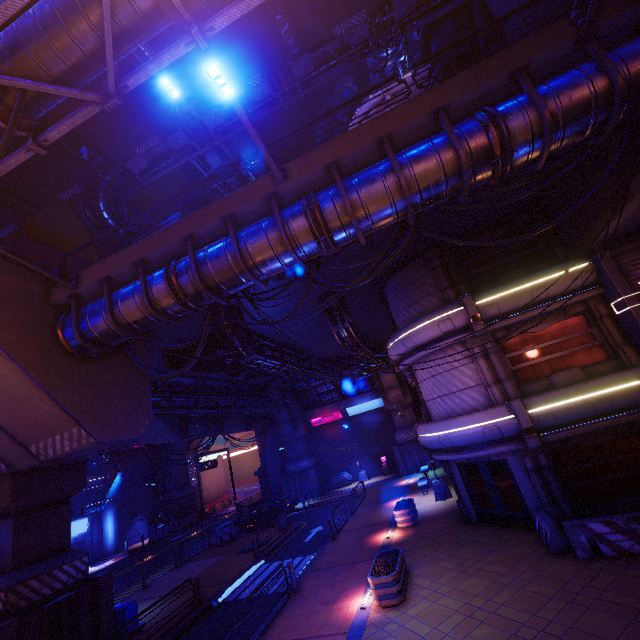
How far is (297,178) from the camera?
9.1m

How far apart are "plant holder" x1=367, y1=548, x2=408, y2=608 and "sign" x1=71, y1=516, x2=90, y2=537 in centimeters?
3707cm

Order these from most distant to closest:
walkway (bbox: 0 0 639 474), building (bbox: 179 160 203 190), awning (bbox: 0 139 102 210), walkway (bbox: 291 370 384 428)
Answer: building (bbox: 179 160 203 190)
walkway (bbox: 291 370 384 428)
awning (bbox: 0 139 102 210)
walkway (bbox: 0 0 639 474)

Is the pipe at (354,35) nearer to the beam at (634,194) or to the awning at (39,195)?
the awning at (39,195)

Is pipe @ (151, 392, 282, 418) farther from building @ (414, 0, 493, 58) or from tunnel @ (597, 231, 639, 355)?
tunnel @ (597, 231, 639, 355)

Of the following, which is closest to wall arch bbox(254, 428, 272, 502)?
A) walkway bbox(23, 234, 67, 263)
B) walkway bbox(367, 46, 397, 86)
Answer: walkway bbox(23, 234, 67, 263)

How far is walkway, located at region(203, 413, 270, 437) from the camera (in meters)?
30.67

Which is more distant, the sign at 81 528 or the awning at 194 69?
the sign at 81 528
